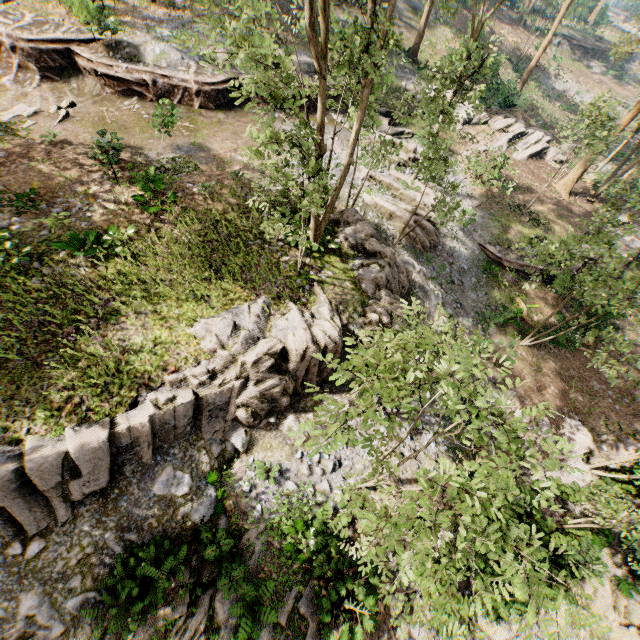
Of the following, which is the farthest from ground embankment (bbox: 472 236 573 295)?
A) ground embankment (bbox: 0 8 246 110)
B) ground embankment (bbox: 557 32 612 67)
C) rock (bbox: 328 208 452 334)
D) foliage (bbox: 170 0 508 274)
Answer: ground embankment (bbox: 557 32 612 67)

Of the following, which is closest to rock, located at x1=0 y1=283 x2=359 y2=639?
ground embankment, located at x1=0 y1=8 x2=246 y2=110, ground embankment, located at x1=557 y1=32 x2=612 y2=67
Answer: ground embankment, located at x1=0 y1=8 x2=246 y2=110

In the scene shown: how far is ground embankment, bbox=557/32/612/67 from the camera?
46.4m

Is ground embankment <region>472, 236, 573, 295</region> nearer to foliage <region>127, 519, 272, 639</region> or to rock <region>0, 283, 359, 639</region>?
foliage <region>127, 519, 272, 639</region>

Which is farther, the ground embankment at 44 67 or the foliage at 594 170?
the ground embankment at 44 67

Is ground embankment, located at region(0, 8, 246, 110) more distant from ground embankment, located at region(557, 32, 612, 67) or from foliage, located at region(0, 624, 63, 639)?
ground embankment, located at region(557, 32, 612, 67)

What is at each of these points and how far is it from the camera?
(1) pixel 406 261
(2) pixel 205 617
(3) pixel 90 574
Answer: (1) rock, 18.0m
(2) foliage, 9.4m
(3) rock, 9.0m

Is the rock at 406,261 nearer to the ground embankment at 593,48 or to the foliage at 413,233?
the foliage at 413,233
